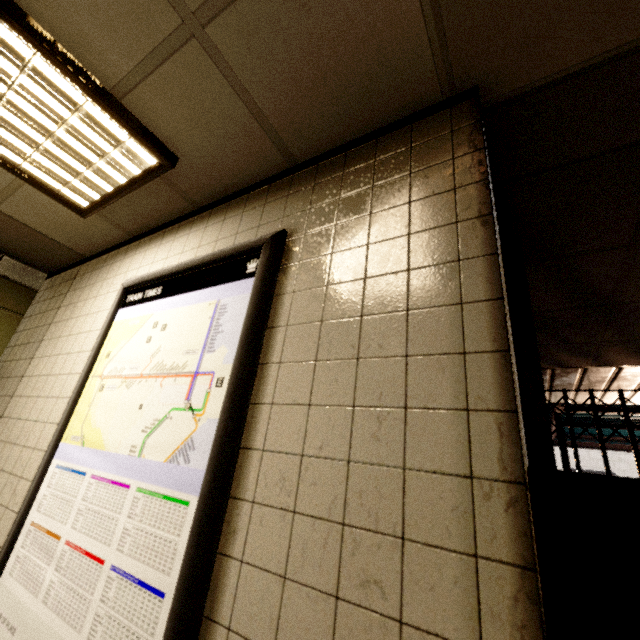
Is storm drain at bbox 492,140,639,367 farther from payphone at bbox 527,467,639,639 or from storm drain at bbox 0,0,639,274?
payphone at bbox 527,467,639,639

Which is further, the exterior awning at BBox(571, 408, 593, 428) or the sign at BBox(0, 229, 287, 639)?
the exterior awning at BBox(571, 408, 593, 428)

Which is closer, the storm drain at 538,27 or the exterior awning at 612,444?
the storm drain at 538,27

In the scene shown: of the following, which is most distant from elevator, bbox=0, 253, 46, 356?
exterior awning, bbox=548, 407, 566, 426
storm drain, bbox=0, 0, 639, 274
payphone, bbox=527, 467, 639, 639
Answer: exterior awning, bbox=548, 407, 566, 426

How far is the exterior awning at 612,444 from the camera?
7.2m

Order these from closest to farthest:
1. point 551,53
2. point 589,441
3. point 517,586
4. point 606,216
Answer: point 517,586
point 551,53
point 606,216
point 589,441

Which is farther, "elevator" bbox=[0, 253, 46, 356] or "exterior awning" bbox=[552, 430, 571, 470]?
"exterior awning" bbox=[552, 430, 571, 470]

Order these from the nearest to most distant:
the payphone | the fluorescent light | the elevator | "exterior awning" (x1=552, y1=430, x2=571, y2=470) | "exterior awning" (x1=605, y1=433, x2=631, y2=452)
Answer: the payphone, the fluorescent light, the elevator, "exterior awning" (x1=552, y1=430, x2=571, y2=470), "exterior awning" (x1=605, y1=433, x2=631, y2=452)
